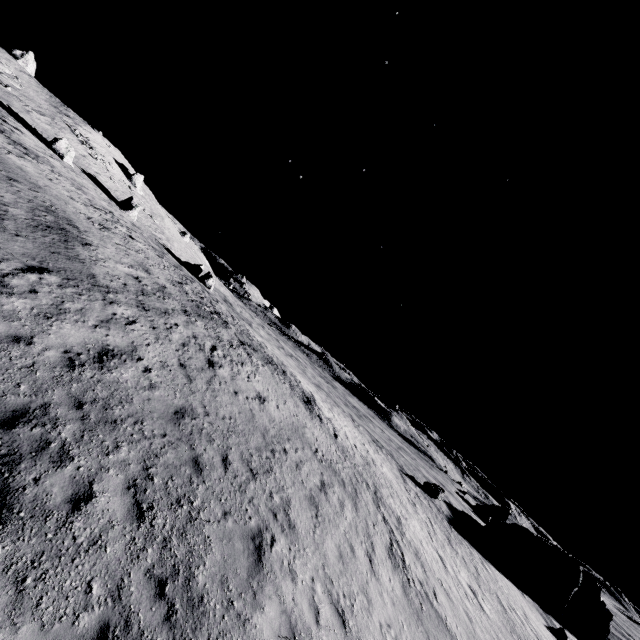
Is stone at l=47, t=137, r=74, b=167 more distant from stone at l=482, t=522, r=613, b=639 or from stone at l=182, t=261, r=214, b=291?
stone at l=482, t=522, r=613, b=639

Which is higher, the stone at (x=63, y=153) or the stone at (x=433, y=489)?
the stone at (x=63, y=153)

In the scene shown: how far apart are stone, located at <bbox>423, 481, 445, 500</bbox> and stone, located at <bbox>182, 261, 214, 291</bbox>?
37.9m

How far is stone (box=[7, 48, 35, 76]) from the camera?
49.8 meters

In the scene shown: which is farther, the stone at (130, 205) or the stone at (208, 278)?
the stone at (208, 278)

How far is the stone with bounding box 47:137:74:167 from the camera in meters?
34.6

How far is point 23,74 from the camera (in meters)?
47.53

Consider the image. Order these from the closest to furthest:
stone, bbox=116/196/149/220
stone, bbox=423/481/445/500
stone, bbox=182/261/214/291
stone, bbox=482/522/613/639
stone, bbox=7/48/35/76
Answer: stone, bbox=423/481/445/500
stone, bbox=482/522/613/639
stone, bbox=116/196/149/220
stone, bbox=182/261/214/291
stone, bbox=7/48/35/76
